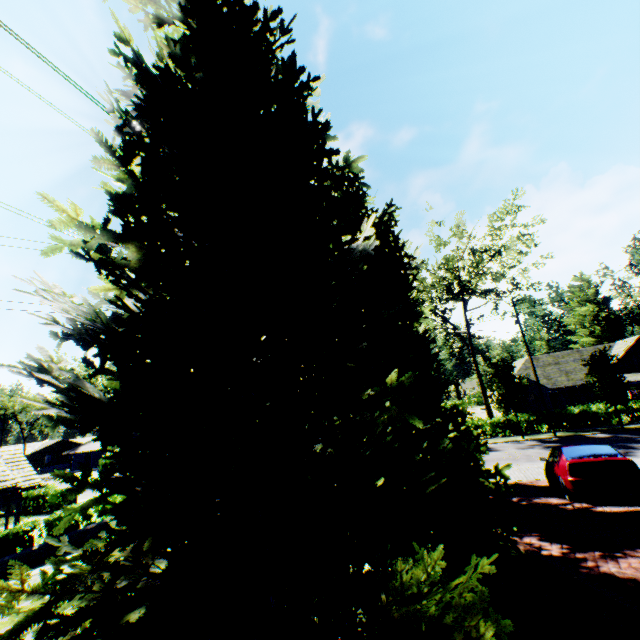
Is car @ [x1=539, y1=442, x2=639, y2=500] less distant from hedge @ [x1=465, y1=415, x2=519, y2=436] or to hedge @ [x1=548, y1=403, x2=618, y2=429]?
hedge @ [x1=465, y1=415, x2=519, y2=436]

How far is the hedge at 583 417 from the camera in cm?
2795

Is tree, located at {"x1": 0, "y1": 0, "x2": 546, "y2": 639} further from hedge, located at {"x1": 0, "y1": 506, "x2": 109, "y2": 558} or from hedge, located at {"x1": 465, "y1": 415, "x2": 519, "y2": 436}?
hedge, located at {"x1": 0, "y1": 506, "x2": 109, "y2": 558}

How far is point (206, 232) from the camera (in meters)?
2.14

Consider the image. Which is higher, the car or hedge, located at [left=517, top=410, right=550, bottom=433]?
the car

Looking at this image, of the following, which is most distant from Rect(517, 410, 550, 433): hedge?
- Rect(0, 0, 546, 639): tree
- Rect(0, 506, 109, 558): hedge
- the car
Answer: Rect(0, 506, 109, 558): hedge

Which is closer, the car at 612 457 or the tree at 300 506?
the tree at 300 506
